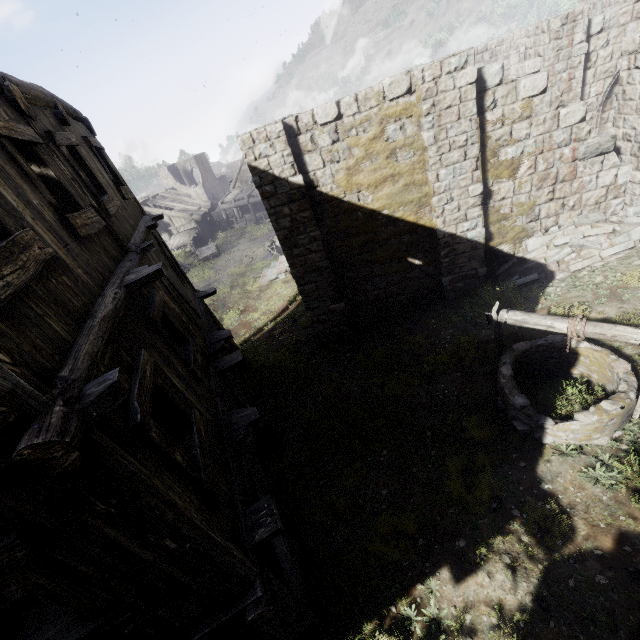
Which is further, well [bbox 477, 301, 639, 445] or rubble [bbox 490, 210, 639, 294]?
rubble [bbox 490, 210, 639, 294]

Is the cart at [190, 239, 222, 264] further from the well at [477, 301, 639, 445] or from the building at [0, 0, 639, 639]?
the well at [477, 301, 639, 445]

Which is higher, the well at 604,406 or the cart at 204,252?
the well at 604,406

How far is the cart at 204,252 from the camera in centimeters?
2831cm

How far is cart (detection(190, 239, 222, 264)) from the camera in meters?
28.3

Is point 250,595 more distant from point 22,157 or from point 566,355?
point 566,355

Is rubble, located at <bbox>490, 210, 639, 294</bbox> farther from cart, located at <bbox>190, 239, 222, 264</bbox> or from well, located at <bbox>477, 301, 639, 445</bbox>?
cart, located at <bbox>190, 239, 222, 264</bbox>

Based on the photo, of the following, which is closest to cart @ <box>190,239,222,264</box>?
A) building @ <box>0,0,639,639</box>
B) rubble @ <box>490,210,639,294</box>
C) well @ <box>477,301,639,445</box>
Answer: building @ <box>0,0,639,639</box>
